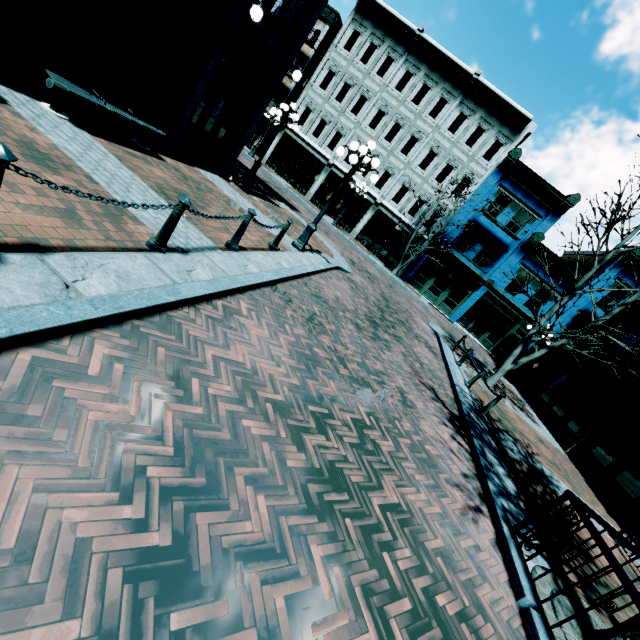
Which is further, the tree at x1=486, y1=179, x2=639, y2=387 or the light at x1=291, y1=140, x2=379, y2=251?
the tree at x1=486, y1=179, x2=639, y2=387

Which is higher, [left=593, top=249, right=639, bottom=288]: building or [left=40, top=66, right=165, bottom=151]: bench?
[left=593, top=249, right=639, bottom=288]: building

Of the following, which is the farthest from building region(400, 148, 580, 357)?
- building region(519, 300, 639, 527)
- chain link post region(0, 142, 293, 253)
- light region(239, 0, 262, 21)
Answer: chain link post region(0, 142, 293, 253)

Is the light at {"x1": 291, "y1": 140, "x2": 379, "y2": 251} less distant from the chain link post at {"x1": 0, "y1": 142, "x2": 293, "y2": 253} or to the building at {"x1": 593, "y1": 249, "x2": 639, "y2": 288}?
the chain link post at {"x1": 0, "y1": 142, "x2": 293, "y2": 253}

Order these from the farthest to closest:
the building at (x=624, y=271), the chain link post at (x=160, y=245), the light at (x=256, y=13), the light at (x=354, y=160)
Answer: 1. the building at (x=624, y=271)
2. the light at (x=354, y=160)
3. the light at (x=256, y=13)
4. the chain link post at (x=160, y=245)

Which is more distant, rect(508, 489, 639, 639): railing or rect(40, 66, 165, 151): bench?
Result: rect(40, 66, 165, 151): bench

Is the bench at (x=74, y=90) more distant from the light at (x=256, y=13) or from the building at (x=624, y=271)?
the building at (x=624, y=271)

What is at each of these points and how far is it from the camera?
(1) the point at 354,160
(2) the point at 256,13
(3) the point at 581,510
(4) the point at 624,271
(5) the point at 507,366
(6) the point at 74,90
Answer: (1) light, 8.5m
(2) light, 7.9m
(3) railing, 4.0m
(4) building, 21.9m
(5) tree, 12.4m
(6) bench, 5.7m
